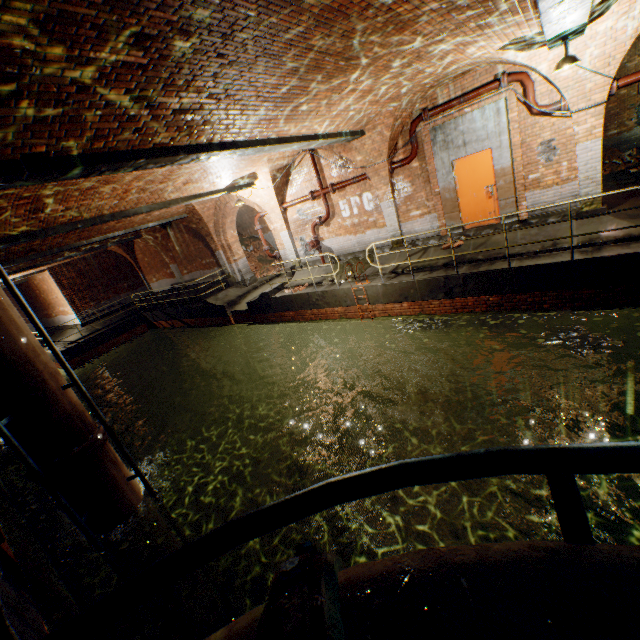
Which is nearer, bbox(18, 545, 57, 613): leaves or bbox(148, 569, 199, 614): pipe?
bbox(18, 545, 57, 613): leaves

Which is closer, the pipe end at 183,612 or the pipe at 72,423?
the pipe at 72,423

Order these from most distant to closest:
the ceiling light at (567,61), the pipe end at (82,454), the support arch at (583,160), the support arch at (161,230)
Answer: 1. the support arch at (161,230)
2. the support arch at (583,160)
3. the ceiling light at (567,61)
4. the pipe end at (82,454)

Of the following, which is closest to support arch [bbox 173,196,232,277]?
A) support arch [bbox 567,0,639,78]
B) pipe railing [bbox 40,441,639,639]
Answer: support arch [bbox 567,0,639,78]

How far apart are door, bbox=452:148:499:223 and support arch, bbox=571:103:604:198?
1.7 meters

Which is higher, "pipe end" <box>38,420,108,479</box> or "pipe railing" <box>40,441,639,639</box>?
"pipe railing" <box>40,441,639,639</box>

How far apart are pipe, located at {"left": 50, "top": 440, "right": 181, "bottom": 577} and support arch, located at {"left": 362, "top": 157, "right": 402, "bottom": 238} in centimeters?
913cm

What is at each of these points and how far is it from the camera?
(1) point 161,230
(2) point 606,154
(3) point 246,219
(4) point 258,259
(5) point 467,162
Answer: (1) support arch, 18.9 meters
(2) brick pile, 14.4 meters
(3) building tunnel, 22.1 meters
(4) brick pile, 21.0 meters
(5) door, 9.4 meters
